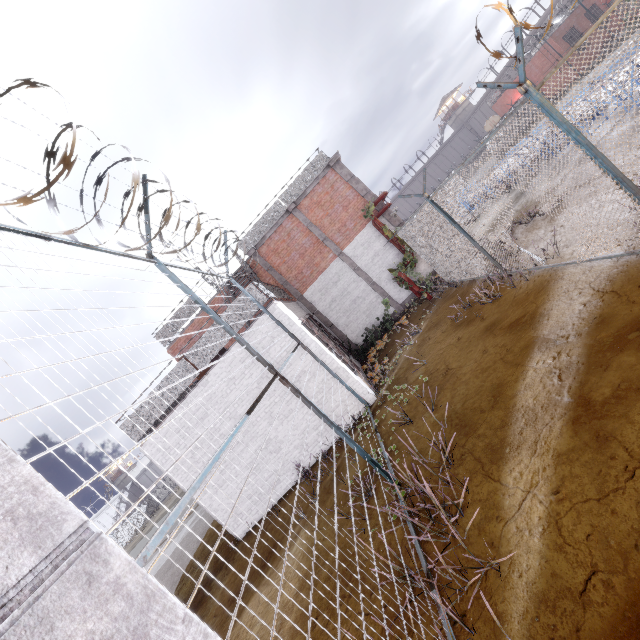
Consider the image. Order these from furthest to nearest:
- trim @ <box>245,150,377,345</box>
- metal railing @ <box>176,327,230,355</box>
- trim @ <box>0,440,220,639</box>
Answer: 1. trim @ <box>245,150,377,345</box>
2. metal railing @ <box>176,327,230,355</box>
3. trim @ <box>0,440,220,639</box>

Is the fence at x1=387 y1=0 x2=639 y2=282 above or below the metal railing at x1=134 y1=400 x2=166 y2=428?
below

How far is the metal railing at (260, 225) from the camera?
15.1m

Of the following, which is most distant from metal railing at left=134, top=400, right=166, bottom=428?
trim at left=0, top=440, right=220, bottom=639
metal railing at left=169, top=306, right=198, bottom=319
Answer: trim at left=0, top=440, right=220, bottom=639

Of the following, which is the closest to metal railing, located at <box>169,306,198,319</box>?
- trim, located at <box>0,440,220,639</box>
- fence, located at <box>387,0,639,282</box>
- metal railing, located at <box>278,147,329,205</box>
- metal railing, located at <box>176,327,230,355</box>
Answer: metal railing, located at <box>278,147,329,205</box>

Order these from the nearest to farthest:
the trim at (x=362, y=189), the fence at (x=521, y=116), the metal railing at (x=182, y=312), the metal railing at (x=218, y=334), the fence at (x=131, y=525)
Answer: the fence at (x=131, y=525) < the fence at (x=521, y=116) < the metal railing at (x=218, y=334) < the trim at (x=362, y=189) < the metal railing at (x=182, y=312)

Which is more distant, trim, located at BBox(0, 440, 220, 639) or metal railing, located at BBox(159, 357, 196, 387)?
metal railing, located at BBox(159, 357, 196, 387)

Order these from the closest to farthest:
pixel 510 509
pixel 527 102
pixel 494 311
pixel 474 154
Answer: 1. pixel 510 509
2. pixel 474 154
3. pixel 494 311
4. pixel 527 102
